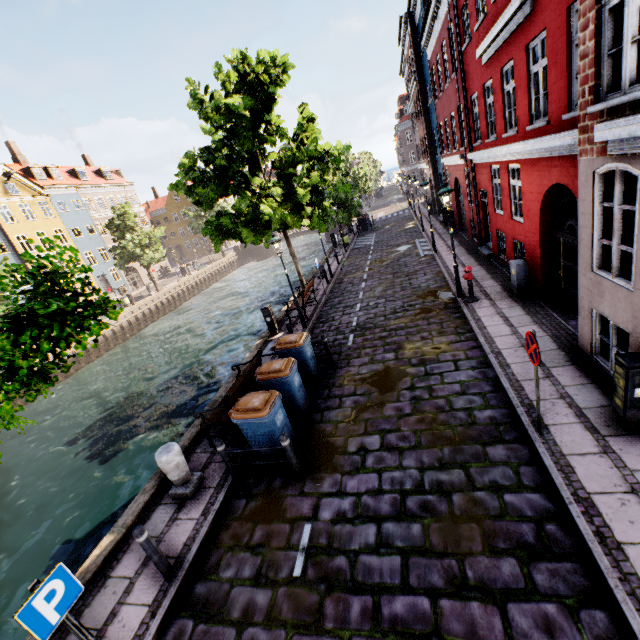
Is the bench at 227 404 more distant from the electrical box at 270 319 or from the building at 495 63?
the building at 495 63

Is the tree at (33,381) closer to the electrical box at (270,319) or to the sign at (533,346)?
the electrical box at (270,319)

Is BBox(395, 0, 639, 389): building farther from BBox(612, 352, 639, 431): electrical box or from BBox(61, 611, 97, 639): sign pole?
BBox(61, 611, 97, 639): sign pole

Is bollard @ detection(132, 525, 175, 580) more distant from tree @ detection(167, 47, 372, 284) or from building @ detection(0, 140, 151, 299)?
building @ detection(0, 140, 151, 299)

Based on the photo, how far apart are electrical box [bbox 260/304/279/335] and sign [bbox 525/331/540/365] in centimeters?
943cm

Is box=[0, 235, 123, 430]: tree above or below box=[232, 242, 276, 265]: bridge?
above

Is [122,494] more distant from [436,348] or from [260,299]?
[260,299]

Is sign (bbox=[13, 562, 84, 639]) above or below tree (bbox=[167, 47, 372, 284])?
below
